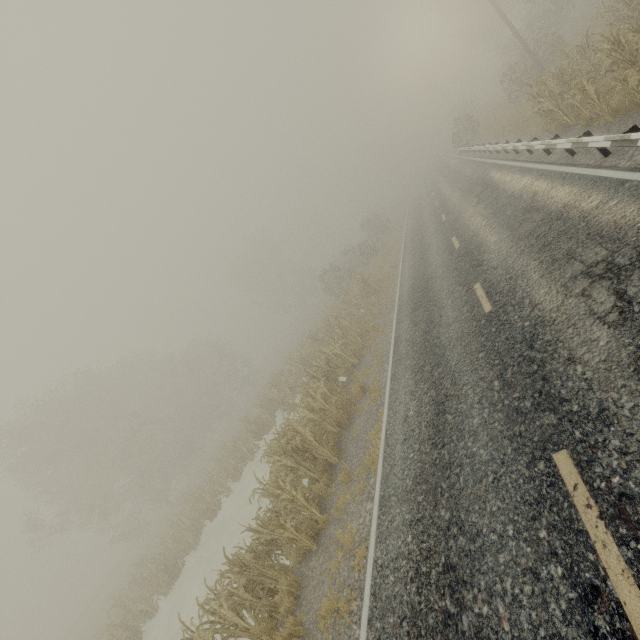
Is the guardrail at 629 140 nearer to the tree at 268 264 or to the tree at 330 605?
the tree at 268 264

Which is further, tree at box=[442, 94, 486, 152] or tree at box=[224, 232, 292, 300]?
tree at box=[224, 232, 292, 300]

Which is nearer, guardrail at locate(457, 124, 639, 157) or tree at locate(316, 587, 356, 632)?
tree at locate(316, 587, 356, 632)

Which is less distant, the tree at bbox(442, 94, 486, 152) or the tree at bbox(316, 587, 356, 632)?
the tree at bbox(316, 587, 356, 632)

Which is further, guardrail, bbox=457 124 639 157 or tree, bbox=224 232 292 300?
tree, bbox=224 232 292 300

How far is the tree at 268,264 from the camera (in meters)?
54.97

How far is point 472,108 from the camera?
44.3 meters
